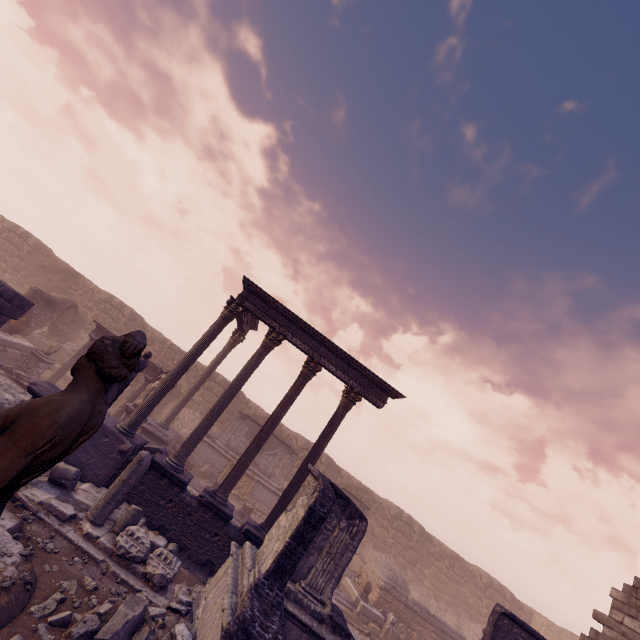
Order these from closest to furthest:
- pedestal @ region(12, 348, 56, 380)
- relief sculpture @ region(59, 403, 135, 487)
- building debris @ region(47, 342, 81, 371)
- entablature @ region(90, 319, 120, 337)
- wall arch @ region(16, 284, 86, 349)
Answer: relief sculpture @ region(59, 403, 135, 487) < pedestal @ region(12, 348, 56, 380) < entablature @ region(90, 319, 120, 337) < wall arch @ region(16, 284, 86, 349) < building debris @ region(47, 342, 81, 371)

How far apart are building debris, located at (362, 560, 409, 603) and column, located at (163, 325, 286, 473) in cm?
1239

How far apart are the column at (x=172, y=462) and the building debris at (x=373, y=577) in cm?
1239

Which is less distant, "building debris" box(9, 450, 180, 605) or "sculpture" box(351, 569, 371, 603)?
"building debris" box(9, 450, 180, 605)

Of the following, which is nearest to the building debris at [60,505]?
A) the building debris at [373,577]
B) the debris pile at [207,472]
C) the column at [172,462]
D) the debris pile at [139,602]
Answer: the column at [172,462]

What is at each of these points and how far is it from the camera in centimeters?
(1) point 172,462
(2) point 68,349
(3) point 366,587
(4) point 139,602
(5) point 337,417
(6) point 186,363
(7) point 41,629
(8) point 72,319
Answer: (1) column, 1005cm
(2) building debris, 1869cm
(3) sculpture, 1480cm
(4) debris pile, 542cm
(5) column, 1166cm
(6) column, 1093cm
(7) rocks, 460cm
(8) wall arch, 1898cm

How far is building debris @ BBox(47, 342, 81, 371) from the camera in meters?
18.1 m

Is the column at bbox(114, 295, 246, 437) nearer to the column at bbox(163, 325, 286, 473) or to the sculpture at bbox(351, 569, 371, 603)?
the column at bbox(163, 325, 286, 473)
